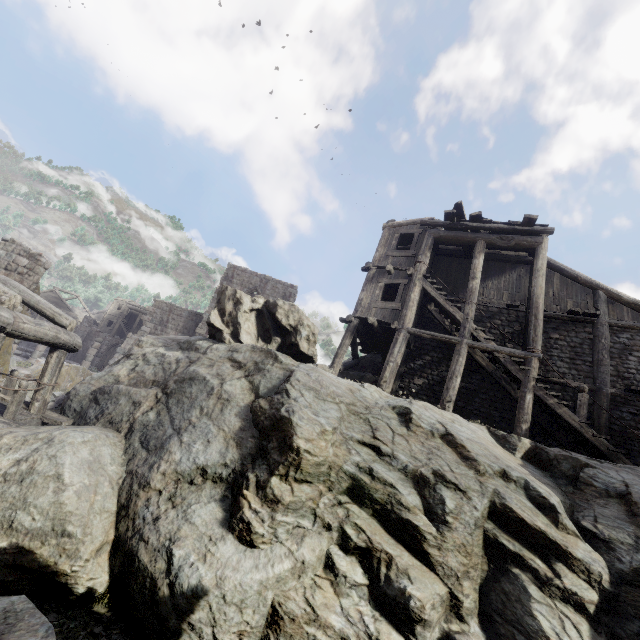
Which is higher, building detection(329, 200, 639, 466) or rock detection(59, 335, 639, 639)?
building detection(329, 200, 639, 466)

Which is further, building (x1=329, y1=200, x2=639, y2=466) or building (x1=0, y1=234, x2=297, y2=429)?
building (x1=329, y1=200, x2=639, y2=466)

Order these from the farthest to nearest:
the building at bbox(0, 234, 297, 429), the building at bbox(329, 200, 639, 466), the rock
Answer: the building at bbox(329, 200, 639, 466) < the building at bbox(0, 234, 297, 429) < the rock

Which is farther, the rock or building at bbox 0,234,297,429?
building at bbox 0,234,297,429

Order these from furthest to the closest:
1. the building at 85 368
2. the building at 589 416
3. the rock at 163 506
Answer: the building at 589 416 → the building at 85 368 → the rock at 163 506

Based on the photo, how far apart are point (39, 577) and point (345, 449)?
5.54m

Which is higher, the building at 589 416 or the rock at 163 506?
the building at 589 416
